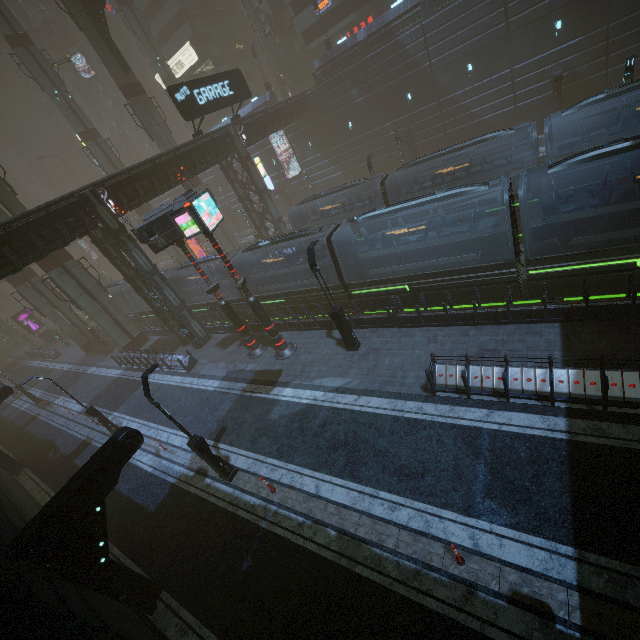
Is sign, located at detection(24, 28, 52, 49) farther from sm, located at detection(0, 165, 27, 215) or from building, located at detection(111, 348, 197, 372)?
sm, located at detection(0, 165, 27, 215)

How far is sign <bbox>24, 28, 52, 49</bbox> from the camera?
56.45m

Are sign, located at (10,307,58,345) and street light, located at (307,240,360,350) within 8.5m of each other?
no

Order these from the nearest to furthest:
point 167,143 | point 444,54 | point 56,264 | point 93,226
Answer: point 93,226 → point 56,264 → point 444,54 → point 167,143

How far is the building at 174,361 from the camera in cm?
2212

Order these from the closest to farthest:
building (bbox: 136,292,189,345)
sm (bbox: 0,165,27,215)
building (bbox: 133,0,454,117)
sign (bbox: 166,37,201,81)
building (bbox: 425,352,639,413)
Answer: building (bbox: 425,352,639,413)
sm (bbox: 0,165,27,215)
building (bbox: 136,292,189,345)
building (bbox: 133,0,454,117)
sign (bbox: 166,37,201,81)

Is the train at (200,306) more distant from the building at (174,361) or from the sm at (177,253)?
the sm at (177,253)

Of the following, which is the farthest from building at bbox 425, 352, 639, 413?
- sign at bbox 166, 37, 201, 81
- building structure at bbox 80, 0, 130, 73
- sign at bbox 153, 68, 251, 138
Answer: building structure at bbox 80, 0, 130, 73
